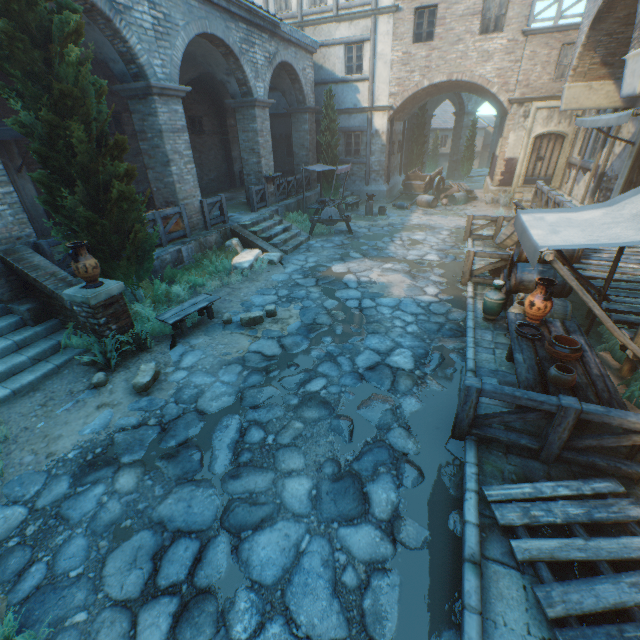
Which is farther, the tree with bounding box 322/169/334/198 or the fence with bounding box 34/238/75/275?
the tree with bounding box 322/169/334/198

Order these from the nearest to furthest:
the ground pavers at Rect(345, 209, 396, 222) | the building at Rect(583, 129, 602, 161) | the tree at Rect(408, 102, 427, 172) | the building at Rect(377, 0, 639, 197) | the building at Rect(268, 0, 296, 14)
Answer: the building at Rect(377, 0, 639, 197), the building at Rect(583, 129, 602, 161), the ground pavers at Rect(345, 209, 396, 222), the building at Rect(268, 0, 296, 14), the tree at Rect(408, 102, 427, 172)

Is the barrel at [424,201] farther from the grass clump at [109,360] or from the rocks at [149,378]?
the rocks at [149,378]

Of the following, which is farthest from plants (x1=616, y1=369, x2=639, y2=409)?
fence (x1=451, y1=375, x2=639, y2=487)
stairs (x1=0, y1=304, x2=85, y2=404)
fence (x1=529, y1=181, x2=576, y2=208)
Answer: stairs (x1=0, y1=304, x2=85, y2=404)

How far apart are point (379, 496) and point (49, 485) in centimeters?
406cm

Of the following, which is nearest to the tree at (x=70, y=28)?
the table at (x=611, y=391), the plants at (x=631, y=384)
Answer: the table at (x=611, y=391)

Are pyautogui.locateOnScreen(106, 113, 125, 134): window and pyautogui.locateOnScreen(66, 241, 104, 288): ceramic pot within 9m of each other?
no

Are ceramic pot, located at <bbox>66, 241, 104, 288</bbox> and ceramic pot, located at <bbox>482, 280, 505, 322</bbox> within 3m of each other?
no
